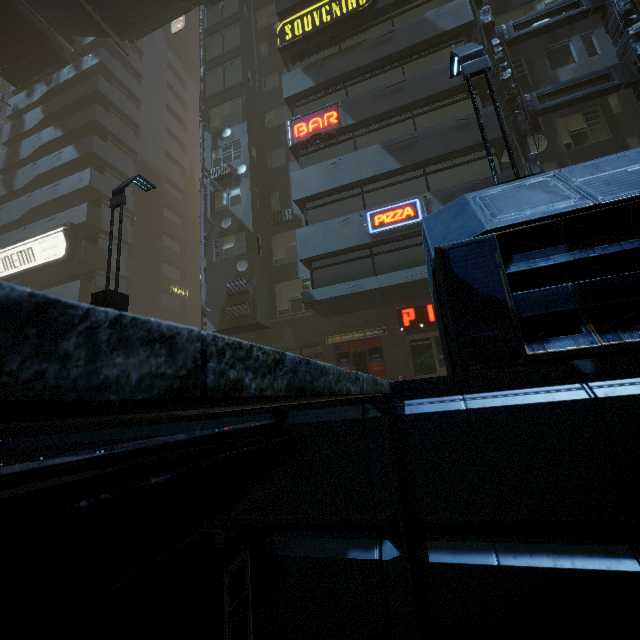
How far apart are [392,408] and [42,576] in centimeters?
237cm

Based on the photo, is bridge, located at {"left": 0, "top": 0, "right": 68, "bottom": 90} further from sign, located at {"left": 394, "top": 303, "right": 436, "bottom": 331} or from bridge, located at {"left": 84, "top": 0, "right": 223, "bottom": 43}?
sign, located at {"left": 394, "top": 303, "right": 436, "bottom": 331}

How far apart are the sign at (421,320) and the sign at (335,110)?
8.51m

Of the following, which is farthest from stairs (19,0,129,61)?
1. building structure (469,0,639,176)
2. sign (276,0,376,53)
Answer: building structure (469,0,639,176)

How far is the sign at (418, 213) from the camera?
12.63m

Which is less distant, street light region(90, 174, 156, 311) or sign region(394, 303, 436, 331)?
street light region(90, 174, 156, 311)

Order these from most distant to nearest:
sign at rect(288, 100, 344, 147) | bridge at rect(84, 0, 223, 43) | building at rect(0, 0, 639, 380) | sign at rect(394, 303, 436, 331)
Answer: bridge at rect(84, 0, 223, 43)
sign at rect(288, 100, 344, 147)
sign at rect(394, 303, 436, 331)
building at rect(0, 0, 639, 380)

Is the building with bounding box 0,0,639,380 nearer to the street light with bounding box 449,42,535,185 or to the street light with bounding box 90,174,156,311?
the street light with bounding box 90,174,156,311
